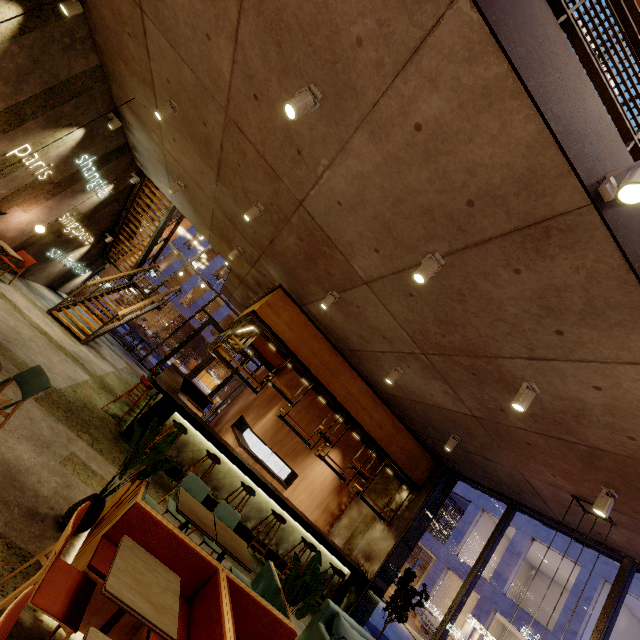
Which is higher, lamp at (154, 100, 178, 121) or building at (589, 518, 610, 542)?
building at (589, 518, 610, 542)

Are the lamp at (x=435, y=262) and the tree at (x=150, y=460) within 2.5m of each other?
no

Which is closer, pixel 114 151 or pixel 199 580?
pixel 199 580

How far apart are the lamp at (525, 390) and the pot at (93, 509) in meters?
4.8

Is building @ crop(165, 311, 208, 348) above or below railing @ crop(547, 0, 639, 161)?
below

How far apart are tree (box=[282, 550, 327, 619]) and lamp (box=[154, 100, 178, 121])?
6.83m

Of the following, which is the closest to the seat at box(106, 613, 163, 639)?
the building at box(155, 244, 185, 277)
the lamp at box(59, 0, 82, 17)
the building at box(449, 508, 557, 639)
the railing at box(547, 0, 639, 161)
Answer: the railing at box(547, 0, 639, 161)

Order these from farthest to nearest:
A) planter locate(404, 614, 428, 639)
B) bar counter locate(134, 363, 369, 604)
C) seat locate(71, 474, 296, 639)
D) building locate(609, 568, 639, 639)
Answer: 1. building locate(609, 568, 639, 639)
2. planter locate(404, 614, 428, 639)
3. bar counter locate(134, 363, 369, 604)
4. seat locate(71, 474, 296, 639)
